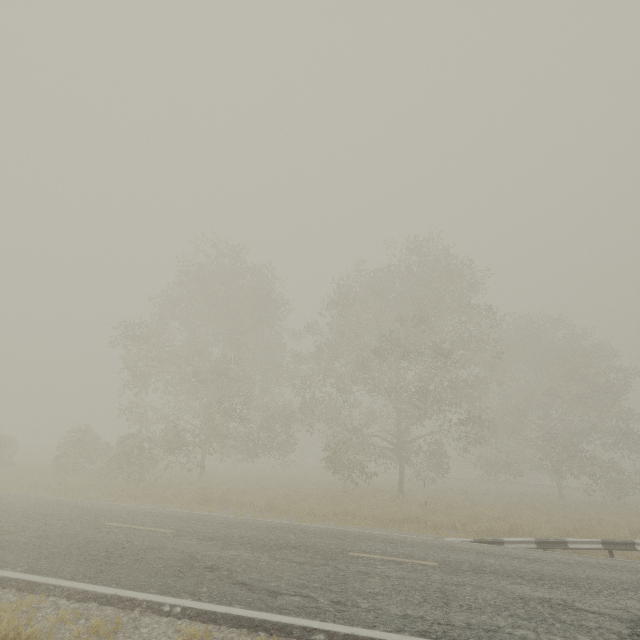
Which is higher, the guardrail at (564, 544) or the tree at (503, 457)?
the tree at (503, 457)

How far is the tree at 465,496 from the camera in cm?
2164

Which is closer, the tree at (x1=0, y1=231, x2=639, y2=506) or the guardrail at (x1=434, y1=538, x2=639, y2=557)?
the guardrail at (x1=434, y1=538, x2=639, y2=557)

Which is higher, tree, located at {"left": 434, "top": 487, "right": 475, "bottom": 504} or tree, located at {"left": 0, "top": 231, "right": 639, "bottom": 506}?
tree, located at {"left": 0, "top": 231, "right": 639, "bottom": 506}

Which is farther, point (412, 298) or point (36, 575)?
point (412, 298)

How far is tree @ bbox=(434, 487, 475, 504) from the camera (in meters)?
21.64

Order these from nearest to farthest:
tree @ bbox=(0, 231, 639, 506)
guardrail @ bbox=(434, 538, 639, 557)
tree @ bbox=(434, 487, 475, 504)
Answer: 1. guardrail @ bbox=(434, 538, 639, 557)
2. tree @ bbox=(0, 231, 639, 506)
3. tree @ bbox=(434, 487, 475, 504)

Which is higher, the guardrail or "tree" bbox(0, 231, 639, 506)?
"tree" bbox(0, 231, 639, 506)
